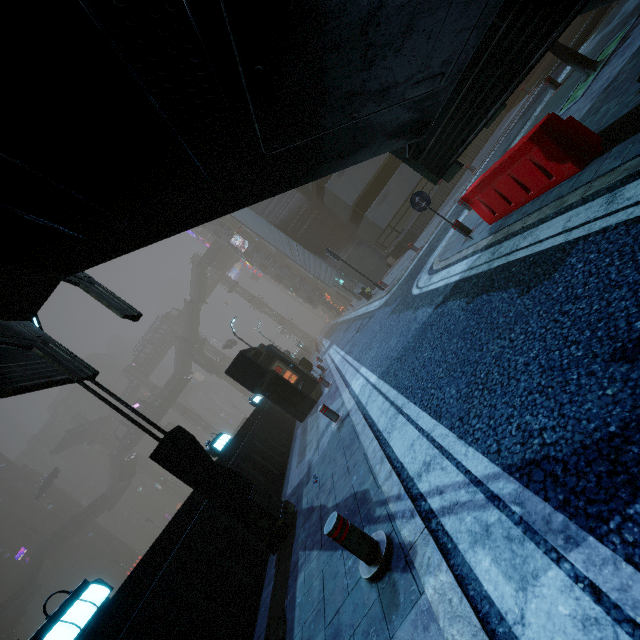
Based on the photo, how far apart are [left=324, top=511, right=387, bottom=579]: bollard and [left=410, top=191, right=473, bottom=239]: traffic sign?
6.80m

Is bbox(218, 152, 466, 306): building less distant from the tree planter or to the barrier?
the tree planter

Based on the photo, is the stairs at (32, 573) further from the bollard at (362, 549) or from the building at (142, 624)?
the bollard at (362, 549)

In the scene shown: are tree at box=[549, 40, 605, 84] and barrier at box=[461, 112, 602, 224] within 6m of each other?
yes

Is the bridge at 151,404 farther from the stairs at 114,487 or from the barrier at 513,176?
the barrier at 513,176

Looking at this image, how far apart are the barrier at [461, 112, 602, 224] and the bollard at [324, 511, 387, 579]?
5.8 meters

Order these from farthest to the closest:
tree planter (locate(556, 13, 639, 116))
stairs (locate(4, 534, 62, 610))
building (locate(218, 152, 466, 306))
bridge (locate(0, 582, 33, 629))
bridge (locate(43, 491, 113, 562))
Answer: bridge (locate(43, 491, 113, 562)) → stairs (locate(4, 534, 62, 610)) → bridge (locate(0, 582, 33, 629)) → building (locate(218, 152, 466, 306)) → tree planter (locate(556, 13, 639, 116))

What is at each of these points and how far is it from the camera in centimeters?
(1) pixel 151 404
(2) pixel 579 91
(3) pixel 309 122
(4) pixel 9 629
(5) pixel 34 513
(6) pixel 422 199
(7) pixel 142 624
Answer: (1) bridge, 5962cm
(2) tree planter, 785cm
(3) stairs, 347cm
(4) building structure, 3759cm
(5) building, 5847cm
(6) traffic sign, 782cm
(7) building, 391cm
